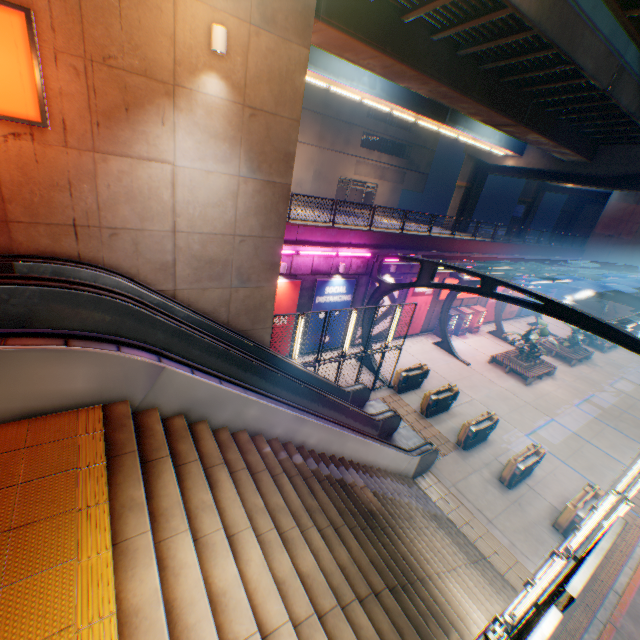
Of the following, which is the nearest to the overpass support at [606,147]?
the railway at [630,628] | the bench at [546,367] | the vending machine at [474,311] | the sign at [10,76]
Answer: the sign at [10,76]

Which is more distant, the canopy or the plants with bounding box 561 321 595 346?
the plants with bounding box 561 321 595 346

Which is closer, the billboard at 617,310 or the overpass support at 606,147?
the overpass support at 606,147

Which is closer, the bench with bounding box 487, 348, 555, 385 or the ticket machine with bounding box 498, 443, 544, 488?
the ticket machine with bounding box 498, 443, 544, 488

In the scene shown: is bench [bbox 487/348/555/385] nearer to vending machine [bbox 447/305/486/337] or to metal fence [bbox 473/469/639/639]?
vending machine [bbox 447/305/486/337]

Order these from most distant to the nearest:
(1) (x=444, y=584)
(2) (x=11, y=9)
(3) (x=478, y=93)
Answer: (3) (x=478, y=93)
(1) (x=444, y=584)
(2) (x=11, y=9)

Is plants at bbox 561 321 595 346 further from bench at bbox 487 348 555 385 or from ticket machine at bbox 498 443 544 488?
ticket machine at bbox 498 443 544 488

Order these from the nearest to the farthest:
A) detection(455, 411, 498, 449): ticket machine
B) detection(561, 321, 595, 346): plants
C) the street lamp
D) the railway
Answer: the street lamp < the railway < detection(455, 411, 498, 449): ticket machine < detection(561, 321, 595, 346): plants
